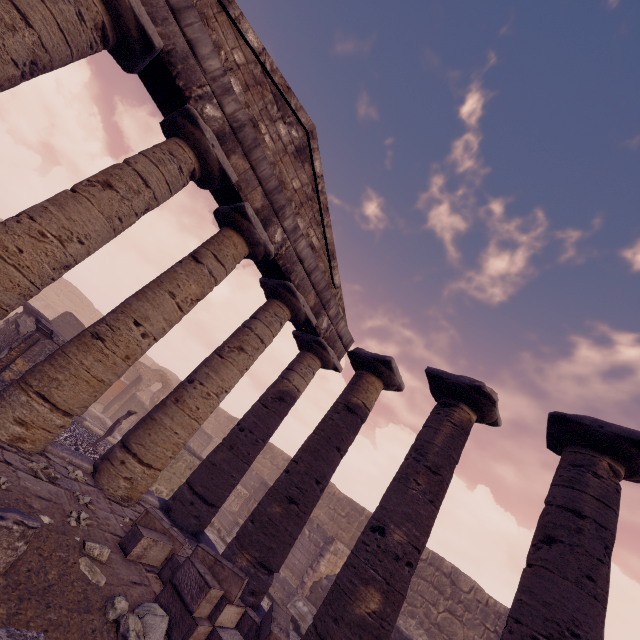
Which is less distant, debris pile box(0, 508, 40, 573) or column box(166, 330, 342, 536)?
debris pile box(0, 508, 40, 573)

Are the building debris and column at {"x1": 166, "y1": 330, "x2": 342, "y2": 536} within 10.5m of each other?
yes

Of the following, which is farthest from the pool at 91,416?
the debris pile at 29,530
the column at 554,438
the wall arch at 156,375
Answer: the column at 554,438

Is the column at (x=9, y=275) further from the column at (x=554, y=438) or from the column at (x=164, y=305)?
the column at (x=554, y=438)

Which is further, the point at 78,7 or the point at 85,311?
the point at 85,311

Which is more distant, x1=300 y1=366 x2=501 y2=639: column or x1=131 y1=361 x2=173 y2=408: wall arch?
x1=131 y1=361 x2=173 y2=408: wall arch

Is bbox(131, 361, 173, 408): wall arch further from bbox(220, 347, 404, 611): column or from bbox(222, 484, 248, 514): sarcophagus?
bbox(220, 347, 404, 611): column

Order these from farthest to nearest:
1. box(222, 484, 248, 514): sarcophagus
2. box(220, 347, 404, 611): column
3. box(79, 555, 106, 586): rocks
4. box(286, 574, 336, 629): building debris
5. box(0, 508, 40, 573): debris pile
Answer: box(222, 484, 248, 514): sarcophagus
box(286, 574, 336, 629): building debris
box(220, 347, 404, 611): column
box(79, 555, 106, 586): rocks
box(0, 508, 40, 573): debris pile
